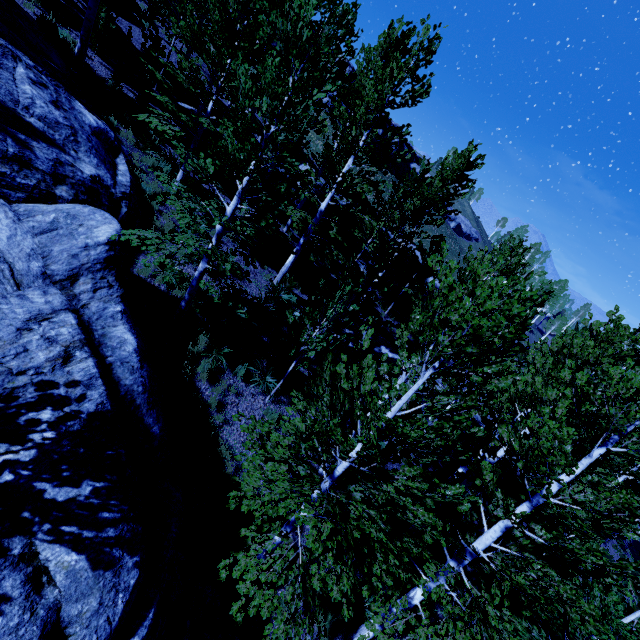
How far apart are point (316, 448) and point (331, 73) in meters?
7.7

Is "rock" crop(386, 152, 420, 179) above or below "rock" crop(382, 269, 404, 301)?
above

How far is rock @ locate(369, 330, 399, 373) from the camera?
15.81m

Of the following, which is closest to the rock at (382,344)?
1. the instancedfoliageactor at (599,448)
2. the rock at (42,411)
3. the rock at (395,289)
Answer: the instancedfoliageactor at (599,448)

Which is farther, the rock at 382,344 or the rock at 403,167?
the rock at 403,167

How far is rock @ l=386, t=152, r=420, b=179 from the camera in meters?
51.0 m

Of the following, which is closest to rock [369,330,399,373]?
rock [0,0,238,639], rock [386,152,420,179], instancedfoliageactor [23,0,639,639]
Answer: instancedfoliageactor [23,0,639,639]

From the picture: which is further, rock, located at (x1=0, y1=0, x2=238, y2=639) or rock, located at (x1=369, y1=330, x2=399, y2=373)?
rock, located at (x1=369, y1=330, x2=399, y2=373)
